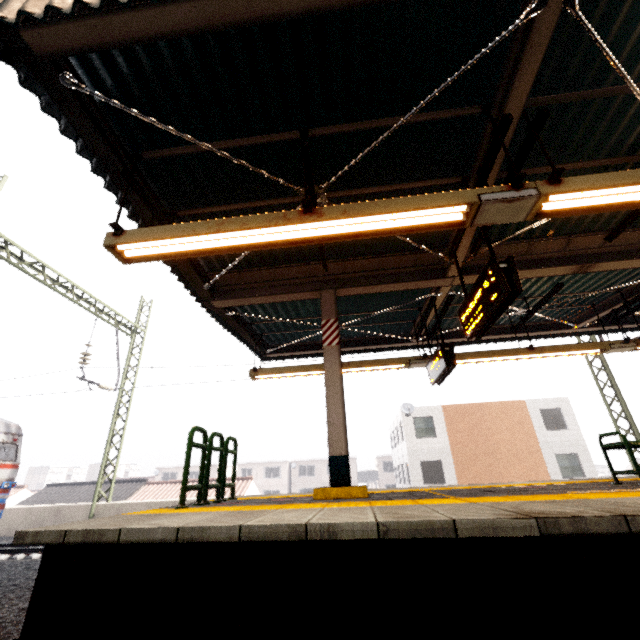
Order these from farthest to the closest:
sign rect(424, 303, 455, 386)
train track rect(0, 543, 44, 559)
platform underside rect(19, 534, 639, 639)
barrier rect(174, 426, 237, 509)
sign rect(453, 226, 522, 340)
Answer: train track rect(0, 543, 44, 559) < sign rect(424, 303, 455, 386) < barrier rect(174, 426, 237, 509) < sign rect(453, 226, 522, 340) < platform underside rect(19, 534, 639, 639)

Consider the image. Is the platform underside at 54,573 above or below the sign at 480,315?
below

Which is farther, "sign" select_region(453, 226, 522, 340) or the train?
the train

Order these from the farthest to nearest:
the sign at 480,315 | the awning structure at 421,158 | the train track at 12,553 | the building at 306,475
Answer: the building at 306,475 < the train track at 12,553 < the sign at 480,315 < the awning structure at 421,158

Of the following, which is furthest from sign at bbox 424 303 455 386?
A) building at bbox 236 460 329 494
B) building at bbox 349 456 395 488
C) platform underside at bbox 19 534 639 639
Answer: building at bbox 236 460 329 494

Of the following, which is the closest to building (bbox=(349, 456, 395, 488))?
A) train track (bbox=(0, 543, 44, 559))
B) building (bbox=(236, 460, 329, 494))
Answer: building (bbox=(236, 460, 329, 494))

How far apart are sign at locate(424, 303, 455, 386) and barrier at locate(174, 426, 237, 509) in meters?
4.4

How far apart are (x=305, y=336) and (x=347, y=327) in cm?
161
